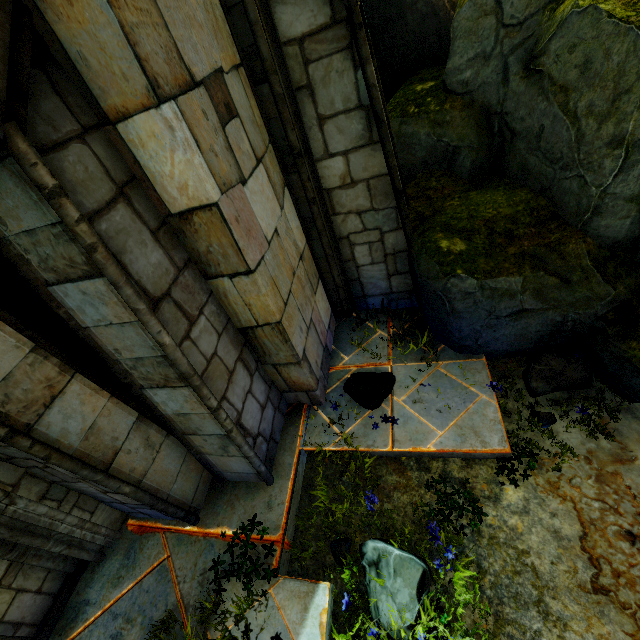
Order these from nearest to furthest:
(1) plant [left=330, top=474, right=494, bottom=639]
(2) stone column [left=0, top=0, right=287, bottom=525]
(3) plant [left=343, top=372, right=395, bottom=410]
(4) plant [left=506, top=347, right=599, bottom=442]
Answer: (2) stone column [left=0, top=0, right=287, bottom=525] < (1) plant [left=330, top=474, right=494, bottom=639] < (4) plant [left=506, top=347, right=599, bottom=442] < (3) plant [left=343, top=372, right=395, bottom=410]

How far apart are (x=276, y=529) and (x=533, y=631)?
2.22m

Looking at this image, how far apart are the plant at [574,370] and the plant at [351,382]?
1.38m

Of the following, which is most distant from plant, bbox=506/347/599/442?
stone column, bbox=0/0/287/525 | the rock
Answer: stone column, bbox=0/0/287/525

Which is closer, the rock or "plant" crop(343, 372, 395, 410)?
the rock

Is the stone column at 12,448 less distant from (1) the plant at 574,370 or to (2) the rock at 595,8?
(2) the rock at 595,8

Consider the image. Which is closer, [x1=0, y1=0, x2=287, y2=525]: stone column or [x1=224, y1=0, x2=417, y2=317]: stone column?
[x1=0, y1=0, x2=287, y2=525]: stone column

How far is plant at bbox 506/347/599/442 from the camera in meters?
3.4 m
